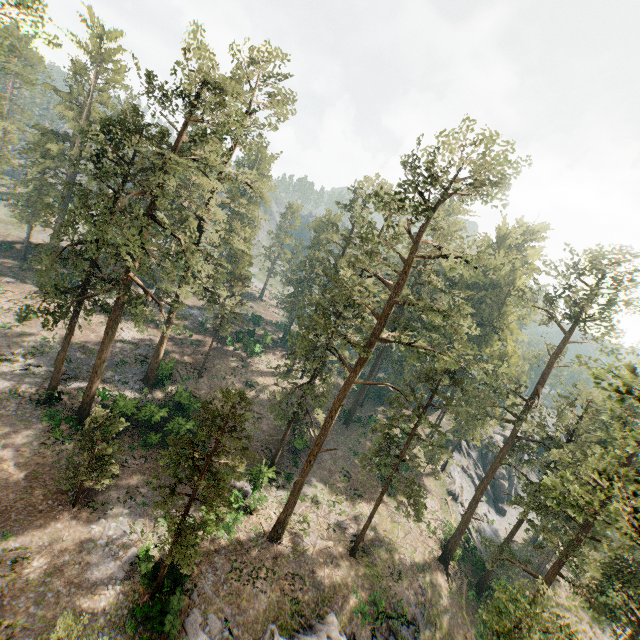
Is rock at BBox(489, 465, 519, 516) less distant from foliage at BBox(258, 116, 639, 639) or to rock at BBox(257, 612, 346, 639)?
foliage at BBox(258, 116, 639, 639)

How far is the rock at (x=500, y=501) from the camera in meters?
51.8

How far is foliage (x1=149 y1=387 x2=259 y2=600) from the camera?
16.5 meters

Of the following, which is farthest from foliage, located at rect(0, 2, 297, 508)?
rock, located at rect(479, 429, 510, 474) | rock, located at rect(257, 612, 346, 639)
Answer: rock, located at rect(257, 612, 346, 639)

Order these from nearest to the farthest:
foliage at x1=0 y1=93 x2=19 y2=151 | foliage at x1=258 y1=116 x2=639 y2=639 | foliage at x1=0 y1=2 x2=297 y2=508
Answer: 1. foliage at x1=258 y1=116 x2=639 y2=639
2. foliage at x1=0 y1=2 x2=297 y2=508
3. foliage at x1=0 y1=93 x2=19 y2=151

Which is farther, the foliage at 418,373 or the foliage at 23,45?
the foliage at 23,45

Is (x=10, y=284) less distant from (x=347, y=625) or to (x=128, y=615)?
(x=128, y=615)

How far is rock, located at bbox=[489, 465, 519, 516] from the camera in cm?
5175
